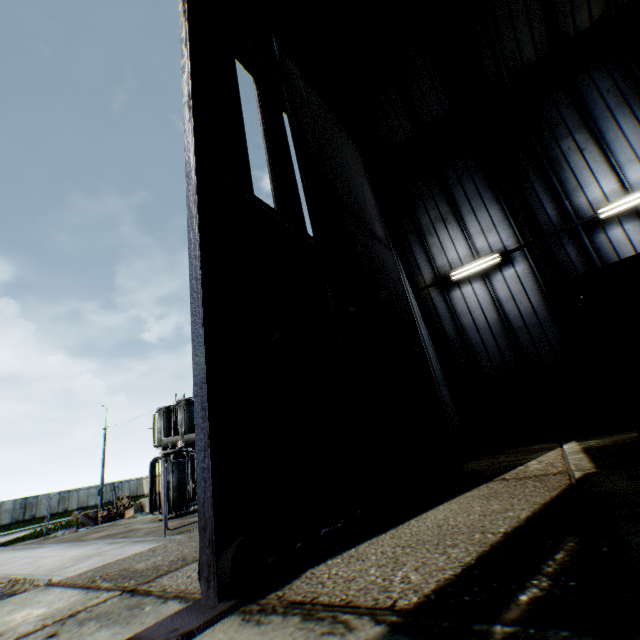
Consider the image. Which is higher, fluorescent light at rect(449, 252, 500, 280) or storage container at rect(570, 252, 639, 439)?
fluorescent light at rect(449, 252, 500, 280)

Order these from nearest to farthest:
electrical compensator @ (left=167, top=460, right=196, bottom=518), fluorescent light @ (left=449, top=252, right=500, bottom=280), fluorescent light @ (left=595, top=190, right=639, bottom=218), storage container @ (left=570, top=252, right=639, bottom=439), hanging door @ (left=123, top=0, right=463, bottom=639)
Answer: hanging door @ (left=123, top=0, right=463, bottom=639) < storage container @ (left=570, top=252, right=639, bottom=439) < fluorescent light @ (left=595, top=190, right=639, bottom=218) < fluorescent light @ (left=449, top=252, right=500, bottom=280) < electrical compensator @ (left=167, top=460, right=196, bottom=518)

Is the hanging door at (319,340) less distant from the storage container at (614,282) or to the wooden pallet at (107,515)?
the storage container at (614,282)

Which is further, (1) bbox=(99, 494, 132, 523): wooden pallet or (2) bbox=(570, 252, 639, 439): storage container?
(1) bbox=(99, 494, 132, 523): wooden pallet

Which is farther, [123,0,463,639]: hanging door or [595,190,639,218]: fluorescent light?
[595,190,639,218]: fluorescent light

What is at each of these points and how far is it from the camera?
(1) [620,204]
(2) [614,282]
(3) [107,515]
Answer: (1) fluorescent light, 9.36m
(2) storage container, 5.38m
(3) wooden pallet, 19.88m

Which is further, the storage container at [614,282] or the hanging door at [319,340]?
the storage container at [614,282]

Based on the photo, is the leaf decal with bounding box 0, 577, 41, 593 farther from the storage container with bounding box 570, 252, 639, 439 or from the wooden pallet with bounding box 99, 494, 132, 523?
the wooden pallet with bounding box 99, 494, 132, 523
